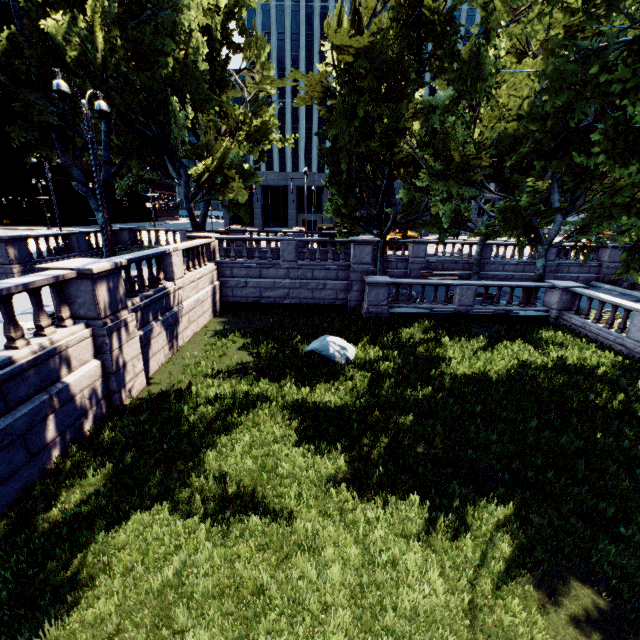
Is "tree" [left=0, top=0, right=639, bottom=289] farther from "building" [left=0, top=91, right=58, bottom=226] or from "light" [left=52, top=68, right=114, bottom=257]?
"building" [left=0, top=91, right=58, bottom=226]

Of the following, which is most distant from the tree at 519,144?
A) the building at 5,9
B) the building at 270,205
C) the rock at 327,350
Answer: the building at 5,9

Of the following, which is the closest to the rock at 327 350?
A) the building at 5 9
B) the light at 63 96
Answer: the light at 63 96

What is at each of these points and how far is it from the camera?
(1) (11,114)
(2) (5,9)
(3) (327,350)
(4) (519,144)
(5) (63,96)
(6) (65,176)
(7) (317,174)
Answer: (1) building, 52.9 meters
(2) building, 49.0 meters
(3) rock, 12.5 meters
(4) tree, 21.6 meters
(5) light, 9.6 meters
(6) building, 58.8 meters
(7) building, 53.1 meters

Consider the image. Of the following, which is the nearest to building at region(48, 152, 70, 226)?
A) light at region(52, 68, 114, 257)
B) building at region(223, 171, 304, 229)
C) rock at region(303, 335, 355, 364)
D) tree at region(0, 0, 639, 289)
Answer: building at region(223, 171, 304, 229)

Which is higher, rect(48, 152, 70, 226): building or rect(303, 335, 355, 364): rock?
rect(48, 152, 70, 226): building

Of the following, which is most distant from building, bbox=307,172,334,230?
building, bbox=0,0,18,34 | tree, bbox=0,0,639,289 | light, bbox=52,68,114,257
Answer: light, bbox=52,68,114,257
